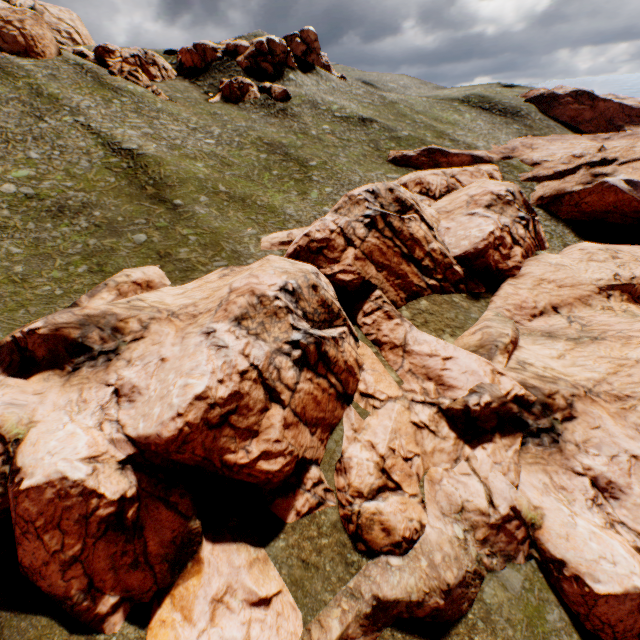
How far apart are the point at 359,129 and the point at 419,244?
37.8 meters

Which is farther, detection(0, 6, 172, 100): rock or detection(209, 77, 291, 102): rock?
detection(209, 77, 291, 102): rock

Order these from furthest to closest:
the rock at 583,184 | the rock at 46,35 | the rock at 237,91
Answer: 1. the rock at 237,91
2. the rock at 46,35
3. the rock at 583,184

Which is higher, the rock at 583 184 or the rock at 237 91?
the rock at 237 91

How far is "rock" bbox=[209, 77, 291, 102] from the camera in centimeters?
5700cm

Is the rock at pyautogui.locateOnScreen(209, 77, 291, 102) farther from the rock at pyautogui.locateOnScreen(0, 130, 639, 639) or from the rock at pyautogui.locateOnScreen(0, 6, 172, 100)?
the rock at pyautogui.locateOnScreen(0, 130, 639, 639)

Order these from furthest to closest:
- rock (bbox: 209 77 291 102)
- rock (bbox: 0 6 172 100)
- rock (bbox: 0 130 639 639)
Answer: rock (bbox: 209 77 291 102) → rock (bbox: 0 6 172 100) → rock (bbox: 0 130 639 639)
